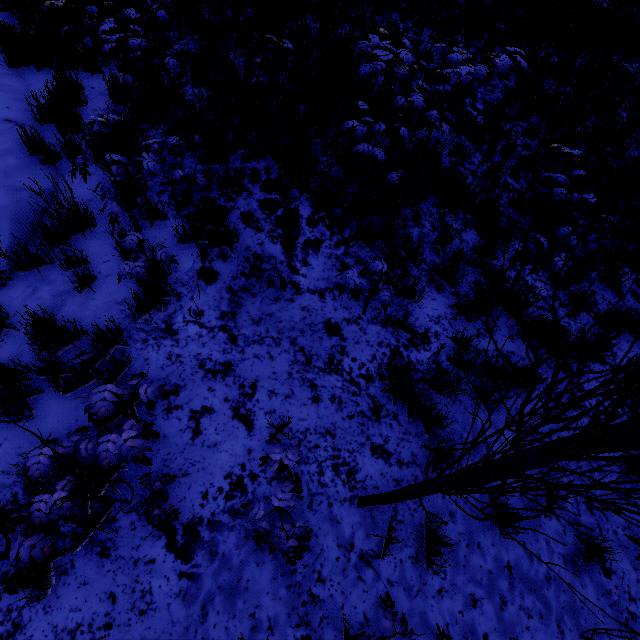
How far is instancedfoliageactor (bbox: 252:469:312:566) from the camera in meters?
1.9

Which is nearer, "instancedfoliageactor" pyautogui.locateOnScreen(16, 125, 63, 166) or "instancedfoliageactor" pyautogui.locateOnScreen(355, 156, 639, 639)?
"instancedfoliageactor" pyautogui.locateOnScreen(355, 156, 639, 639)

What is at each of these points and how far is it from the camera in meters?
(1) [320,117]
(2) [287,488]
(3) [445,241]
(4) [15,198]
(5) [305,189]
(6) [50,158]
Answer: (1) instancedfoliageactor, 5.1 m
(2) instancedfoliageactor, 2.1 m
(3) instancedfoliageactor, 4.4 m
(4) rock, 3.6 m
(5) instancedfoliageactor, 4.4 m
(6) instancedfoliageactor, 4.2 m

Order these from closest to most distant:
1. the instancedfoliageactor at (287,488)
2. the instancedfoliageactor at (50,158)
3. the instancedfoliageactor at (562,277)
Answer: the instancedfoliageactor at (562,277)
the instancedfoliageactor at (287,488)
the instancedfoliageactor at (50,158)

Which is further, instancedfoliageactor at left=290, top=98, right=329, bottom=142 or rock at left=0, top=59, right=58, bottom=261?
instancedfoliageactor at left=290, top=98, right=329, bottom=142

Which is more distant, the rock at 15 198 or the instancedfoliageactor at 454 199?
the instancedfoliageactor at 454 199
